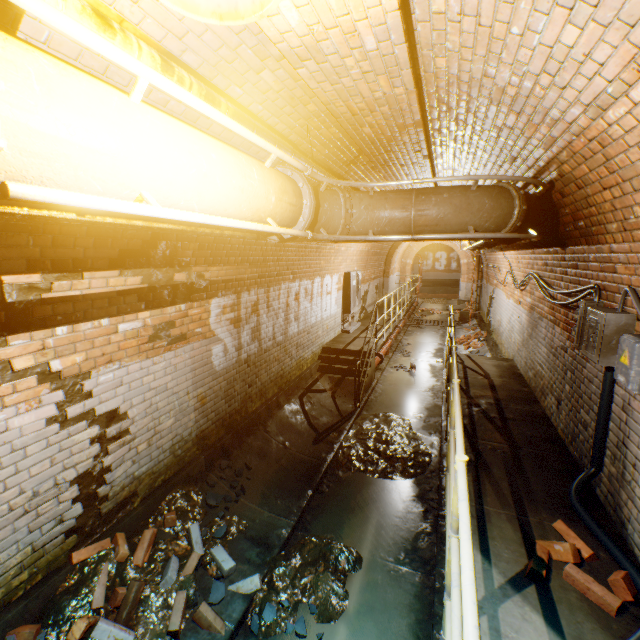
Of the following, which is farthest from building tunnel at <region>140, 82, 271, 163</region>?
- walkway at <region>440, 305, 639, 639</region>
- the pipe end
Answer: the pipe end

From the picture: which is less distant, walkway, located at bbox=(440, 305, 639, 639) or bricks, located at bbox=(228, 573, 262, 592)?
walkway, located at bbox=(440, 305, 639, 639)

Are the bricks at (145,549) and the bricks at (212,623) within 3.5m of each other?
yes

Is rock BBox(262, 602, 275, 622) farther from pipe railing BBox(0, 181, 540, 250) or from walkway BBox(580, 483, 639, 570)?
pipe railing BBox(0, 181, 540, 250)

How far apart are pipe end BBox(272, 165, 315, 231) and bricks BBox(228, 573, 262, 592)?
Answer: 3.21m

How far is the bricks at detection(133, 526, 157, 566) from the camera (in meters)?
3.12

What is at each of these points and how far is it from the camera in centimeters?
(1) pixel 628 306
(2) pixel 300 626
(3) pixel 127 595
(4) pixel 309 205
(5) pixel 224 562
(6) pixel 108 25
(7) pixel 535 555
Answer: (1) building tunnel, 276cm
(2) rock, 295cm
(3) bricks, 284cm
(4) pipe end, 256cm
(5) bricks, 332cm
(6) pipe, 138cm
(7) bricks, 248cm

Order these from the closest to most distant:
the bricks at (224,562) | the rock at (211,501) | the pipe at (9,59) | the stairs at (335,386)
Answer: the pipe at (9,59) < the bricks at (224,562) < the rock at (211,501) < the stairs at (335,386)
